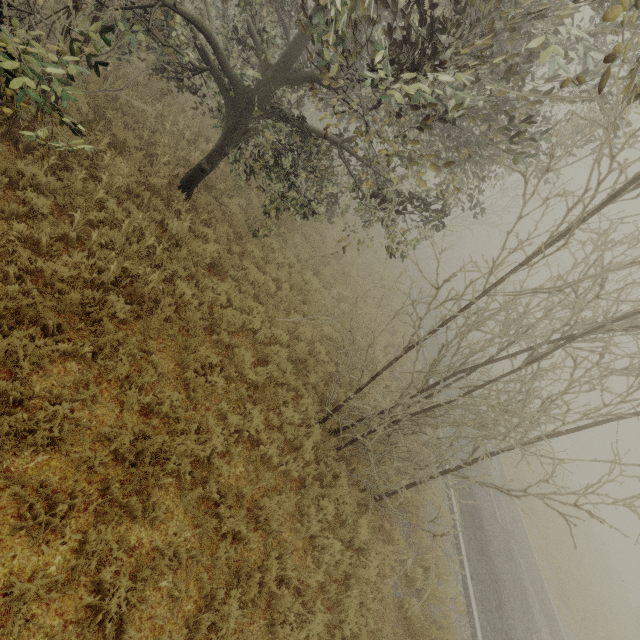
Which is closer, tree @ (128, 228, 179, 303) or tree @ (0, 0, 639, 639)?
tree @ (0, 0, 639, 639)

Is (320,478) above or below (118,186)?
below

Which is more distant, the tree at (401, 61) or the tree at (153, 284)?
the tree at (153, 284)

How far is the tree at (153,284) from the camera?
6.21m

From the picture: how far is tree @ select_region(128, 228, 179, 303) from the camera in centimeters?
621cm
